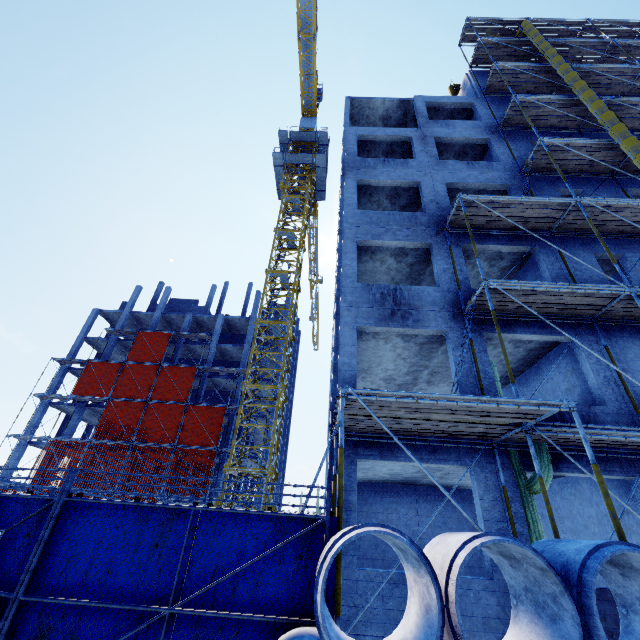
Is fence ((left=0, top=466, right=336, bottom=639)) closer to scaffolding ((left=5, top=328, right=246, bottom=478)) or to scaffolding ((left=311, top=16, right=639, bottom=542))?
scaffolding ((left=311, top=16, right=639, bottom=542))

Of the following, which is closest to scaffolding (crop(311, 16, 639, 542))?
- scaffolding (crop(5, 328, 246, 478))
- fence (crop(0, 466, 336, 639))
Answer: fence (crop(0, 466, 336, 639))

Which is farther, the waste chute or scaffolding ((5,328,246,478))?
scaffolding ((5,328,246,478))

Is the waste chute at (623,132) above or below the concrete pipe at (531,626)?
above

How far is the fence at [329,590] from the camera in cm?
410

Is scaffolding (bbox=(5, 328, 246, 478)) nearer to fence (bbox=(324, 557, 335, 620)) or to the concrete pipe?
fence (bbox=(324, 557, 335, 620))

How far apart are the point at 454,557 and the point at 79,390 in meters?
39.0 m

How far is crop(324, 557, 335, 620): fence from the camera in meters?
4.1 m
